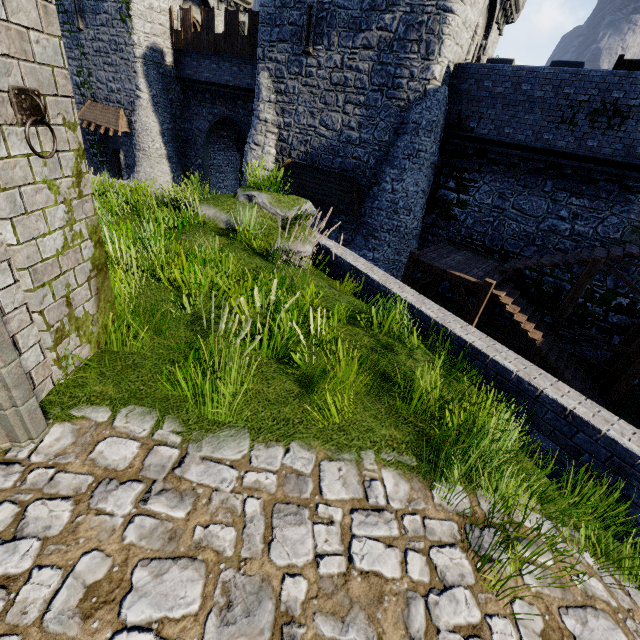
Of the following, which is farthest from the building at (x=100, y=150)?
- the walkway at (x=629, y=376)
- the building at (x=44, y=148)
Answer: the building at (x=44, y=148)

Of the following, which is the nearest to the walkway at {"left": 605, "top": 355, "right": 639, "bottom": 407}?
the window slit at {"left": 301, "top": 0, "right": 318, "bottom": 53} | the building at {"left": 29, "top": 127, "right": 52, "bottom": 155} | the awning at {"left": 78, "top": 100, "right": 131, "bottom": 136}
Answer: the building at {"left": 29, "top": 127, "right": 52, "bottom": 155}

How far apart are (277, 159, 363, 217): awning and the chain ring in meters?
14.5 m

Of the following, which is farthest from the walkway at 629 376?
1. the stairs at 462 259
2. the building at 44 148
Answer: the building at 44 148

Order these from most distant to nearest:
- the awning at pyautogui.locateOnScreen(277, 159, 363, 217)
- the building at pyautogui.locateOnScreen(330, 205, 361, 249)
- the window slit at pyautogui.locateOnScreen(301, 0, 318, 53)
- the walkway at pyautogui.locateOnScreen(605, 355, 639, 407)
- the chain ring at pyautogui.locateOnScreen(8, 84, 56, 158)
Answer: the building at pyautogui.locateOnScreen(330, 205, 361, 249) < the awning at pyautogui.locateOnScreen(277, 159, 363, 217) < the window slit at pyautogui.locateOnScreen(301, 0, 318, 53) < the walkway at pyautogui.locateOnScreen(605, 355, 639, 407) < the chain ring at pyautogui.locateOnScreen(8, 84, 56, 158)

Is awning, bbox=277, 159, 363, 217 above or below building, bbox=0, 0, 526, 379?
below

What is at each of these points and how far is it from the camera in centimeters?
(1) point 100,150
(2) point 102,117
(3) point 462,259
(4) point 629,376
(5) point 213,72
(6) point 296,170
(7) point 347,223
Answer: (1) building, 2677cm
(2) awning, 2422cm
(3) stairs, 1350cm
(4) walkway, 1077cm
(5) building, 2164cm
(6) awning, 1762cm
(7) building, 1766cm

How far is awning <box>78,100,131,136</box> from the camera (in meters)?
23.44
